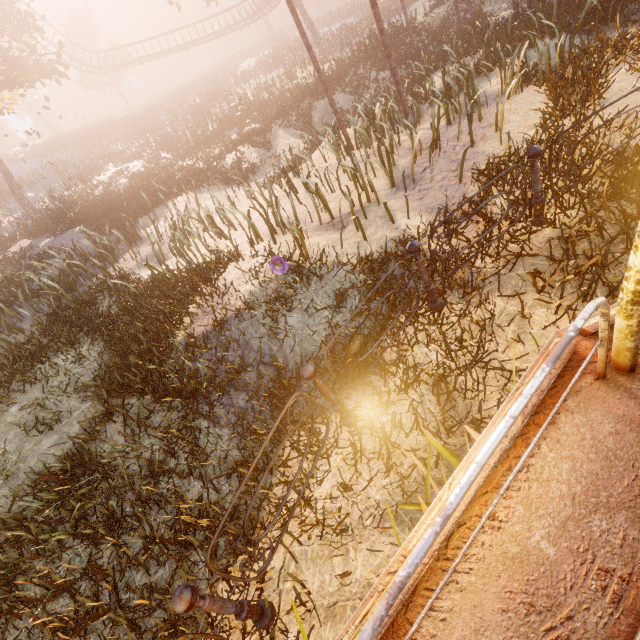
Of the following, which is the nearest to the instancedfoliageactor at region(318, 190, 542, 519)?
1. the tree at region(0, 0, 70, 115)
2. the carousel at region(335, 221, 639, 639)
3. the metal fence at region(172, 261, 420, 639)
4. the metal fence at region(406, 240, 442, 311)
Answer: the carousel at region(335, 221, 639, 639)

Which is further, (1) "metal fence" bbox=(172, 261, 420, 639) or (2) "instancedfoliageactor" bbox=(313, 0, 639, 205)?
(2) "instancedfoliageactor" bbox=(313, 0, 639, 205)

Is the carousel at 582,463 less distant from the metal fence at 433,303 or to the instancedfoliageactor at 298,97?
the instancedfoliageactor at 298,97

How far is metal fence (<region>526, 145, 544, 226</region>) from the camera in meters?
4.0 m

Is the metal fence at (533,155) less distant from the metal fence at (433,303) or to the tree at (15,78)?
the metal fence at (433,303)

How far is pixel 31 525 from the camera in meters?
4.1 m

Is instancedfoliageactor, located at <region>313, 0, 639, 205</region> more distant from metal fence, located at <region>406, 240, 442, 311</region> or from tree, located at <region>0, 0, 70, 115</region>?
tree, located at <region>0, 0, 70, 115</region>

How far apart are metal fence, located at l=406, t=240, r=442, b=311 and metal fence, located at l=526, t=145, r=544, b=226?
1.8 meters
